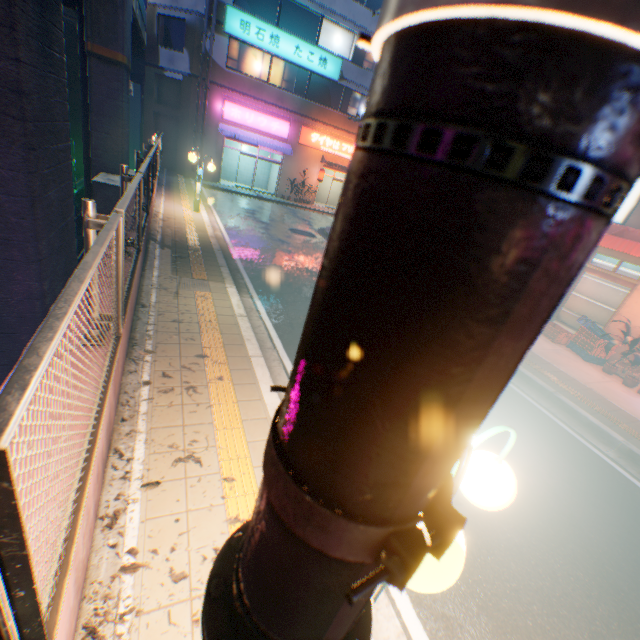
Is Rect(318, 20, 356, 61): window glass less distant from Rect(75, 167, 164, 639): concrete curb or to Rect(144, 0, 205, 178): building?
Rect(144, 0, 205, 178): building

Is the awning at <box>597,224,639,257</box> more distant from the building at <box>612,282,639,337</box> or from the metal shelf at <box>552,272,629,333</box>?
the metal shelf at <box>552,272,629,333</box>

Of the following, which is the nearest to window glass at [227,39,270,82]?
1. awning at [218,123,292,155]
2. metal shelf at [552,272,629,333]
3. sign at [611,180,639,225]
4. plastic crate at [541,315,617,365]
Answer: awning at [218,123,292,155]

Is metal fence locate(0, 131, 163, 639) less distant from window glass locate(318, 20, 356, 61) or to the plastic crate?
window glass locate(318, 20, 356, 61)

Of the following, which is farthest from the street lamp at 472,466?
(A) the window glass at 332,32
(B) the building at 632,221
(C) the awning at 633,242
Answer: (A) the window glass at 332,32

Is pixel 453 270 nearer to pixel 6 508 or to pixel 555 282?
pixel 555 282

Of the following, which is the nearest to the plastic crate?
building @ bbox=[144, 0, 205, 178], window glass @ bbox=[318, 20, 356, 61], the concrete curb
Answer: the concrete curb

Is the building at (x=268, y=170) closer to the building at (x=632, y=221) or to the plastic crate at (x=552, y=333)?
the building at (x=632, y=221)
